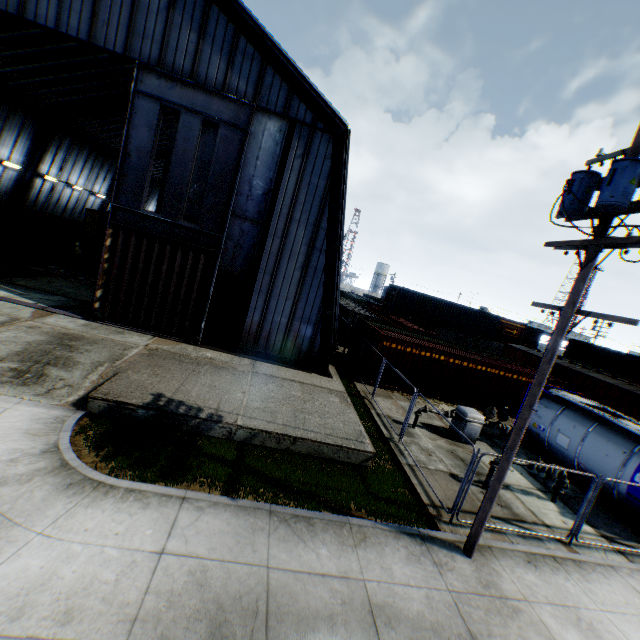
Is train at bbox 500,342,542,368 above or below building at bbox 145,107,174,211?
below

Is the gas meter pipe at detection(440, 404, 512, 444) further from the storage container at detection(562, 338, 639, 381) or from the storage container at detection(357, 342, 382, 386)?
the storage container at detection(562, 338, 639, 381)

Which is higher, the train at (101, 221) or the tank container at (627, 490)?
the train at (101, 221)

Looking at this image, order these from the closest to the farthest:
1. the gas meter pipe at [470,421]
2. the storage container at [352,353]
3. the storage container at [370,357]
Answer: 1. the gas meter pipe at [470,421]
2. the storage container at [370,357]
3. the storage container at [352,353]

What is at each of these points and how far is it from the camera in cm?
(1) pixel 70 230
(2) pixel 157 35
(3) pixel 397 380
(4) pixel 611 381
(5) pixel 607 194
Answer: (1) storage container, 2677
(2) building, 1244
(3) storage container, 1800
(4) train, 2239
(5) electric pole, 577

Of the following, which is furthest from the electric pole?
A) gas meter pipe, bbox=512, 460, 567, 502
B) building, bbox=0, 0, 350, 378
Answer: building, bbox=0, 0, 350, 378

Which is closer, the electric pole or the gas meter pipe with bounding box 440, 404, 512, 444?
the electric pole
